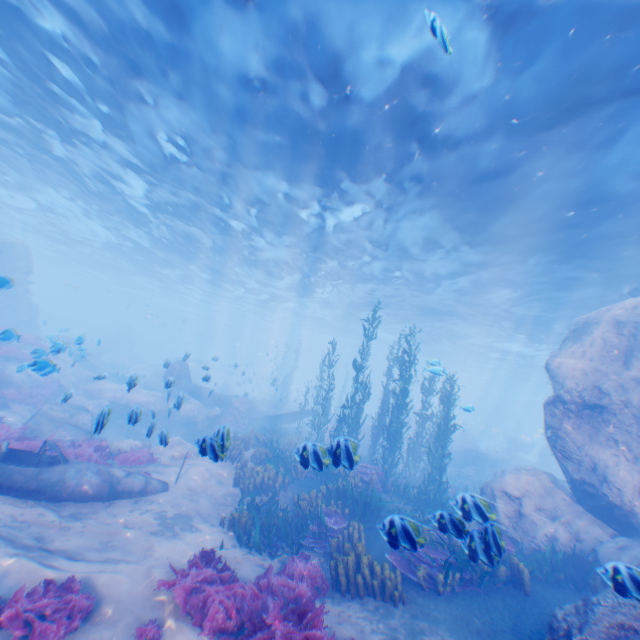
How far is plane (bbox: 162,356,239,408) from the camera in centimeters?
2168cm

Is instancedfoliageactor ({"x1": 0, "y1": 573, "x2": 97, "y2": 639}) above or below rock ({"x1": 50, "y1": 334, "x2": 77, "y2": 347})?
below

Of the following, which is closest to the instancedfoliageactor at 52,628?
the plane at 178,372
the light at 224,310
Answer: the plane at 178,372

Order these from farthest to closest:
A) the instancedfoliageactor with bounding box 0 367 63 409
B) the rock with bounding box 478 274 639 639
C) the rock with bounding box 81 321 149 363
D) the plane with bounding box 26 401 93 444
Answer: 1. the rock with bounding box 81 321 149 363
2. the instancedfoliageactor with bounding box 0 367 63 409
3. the plane with bounding box 26 401 93 444
4. the rock with bounding box 478 274 639 639

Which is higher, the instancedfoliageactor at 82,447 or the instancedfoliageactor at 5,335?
the instancedfoliageactor at 5,335

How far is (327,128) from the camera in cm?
1101

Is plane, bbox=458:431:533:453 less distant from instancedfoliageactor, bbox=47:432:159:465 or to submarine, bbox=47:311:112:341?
instancedfoliageactor, bbox=47:432:159:465

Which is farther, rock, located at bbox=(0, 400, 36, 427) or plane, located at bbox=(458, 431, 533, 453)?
plane, located at bbox=(458, 431, 533, 453)
